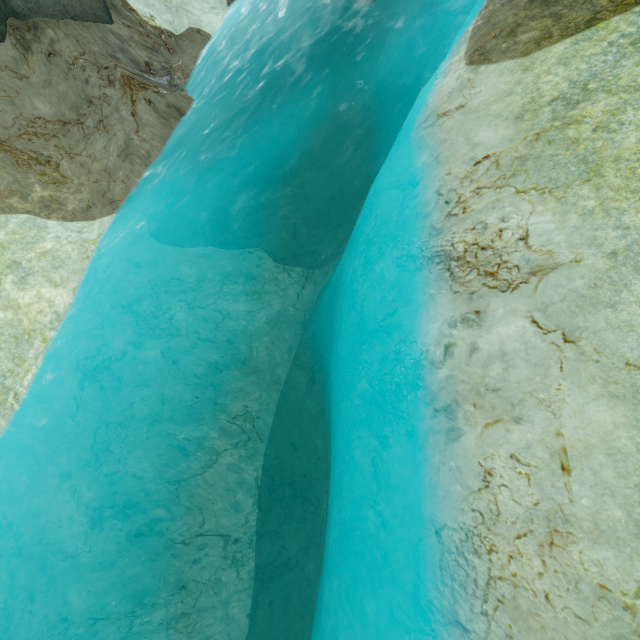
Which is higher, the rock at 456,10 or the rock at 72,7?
the rock at 72,7

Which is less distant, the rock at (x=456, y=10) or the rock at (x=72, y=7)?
the rock at (x=456, y=10)

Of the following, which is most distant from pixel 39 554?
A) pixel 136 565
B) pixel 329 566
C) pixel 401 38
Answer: pixel 401 38

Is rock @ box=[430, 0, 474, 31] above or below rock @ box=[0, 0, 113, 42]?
below

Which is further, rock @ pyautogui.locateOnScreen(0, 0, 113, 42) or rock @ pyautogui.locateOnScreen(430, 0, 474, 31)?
rock @ pyautogui.locateOnScreen(0, 0, 113, 42)
